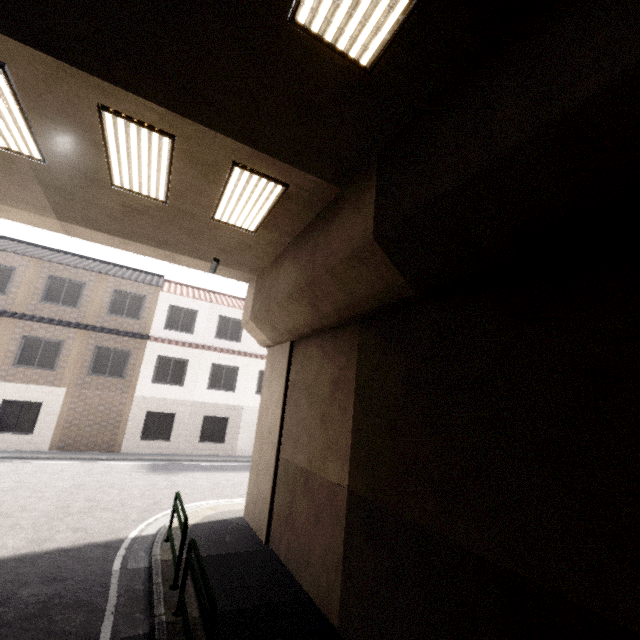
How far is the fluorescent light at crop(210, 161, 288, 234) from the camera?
5.5 meters

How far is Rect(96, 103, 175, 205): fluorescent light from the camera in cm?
463

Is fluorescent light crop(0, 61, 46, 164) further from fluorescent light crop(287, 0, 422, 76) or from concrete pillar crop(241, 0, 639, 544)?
concrete pillar crop(241, 0, 639, 544)

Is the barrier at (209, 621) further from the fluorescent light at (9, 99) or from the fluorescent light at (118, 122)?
the fluorescent light at (9, 99)

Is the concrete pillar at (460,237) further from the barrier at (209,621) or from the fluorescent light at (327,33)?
the barrier at (209,621)

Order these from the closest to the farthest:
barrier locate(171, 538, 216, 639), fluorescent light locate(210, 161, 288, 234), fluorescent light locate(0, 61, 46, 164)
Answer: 1. barrier locate(171, 538, 216, 639)
2. fluorescent light locate(0, 61, 46, 164)
3. fluorescent light locate(210, 161, 288, 234)

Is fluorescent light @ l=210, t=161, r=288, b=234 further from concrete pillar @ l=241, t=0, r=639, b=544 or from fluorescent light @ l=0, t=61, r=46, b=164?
fluorescent light @ l=0, t=61, r=46, b=164

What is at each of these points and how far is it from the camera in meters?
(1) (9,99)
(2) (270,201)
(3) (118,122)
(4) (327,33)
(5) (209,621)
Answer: (1) fluorescent light, 4.4
(2) fluorescent light, 6.1
(3) fluorescent light, 4.6
(4) fluorescent light, 3.3
(5) barrier, 3.5
